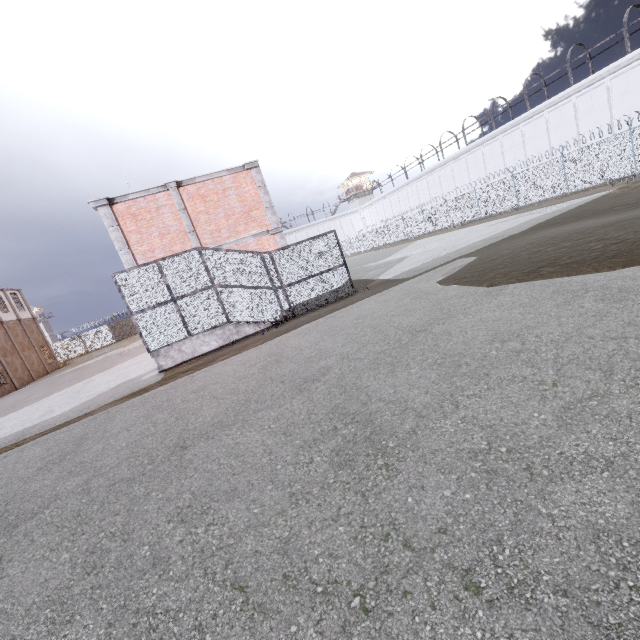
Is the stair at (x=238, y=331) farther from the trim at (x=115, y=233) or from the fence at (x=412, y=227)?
the fence at (x=412, y=227)

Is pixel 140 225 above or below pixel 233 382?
above

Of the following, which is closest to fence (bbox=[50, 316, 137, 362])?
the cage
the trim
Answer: the cage

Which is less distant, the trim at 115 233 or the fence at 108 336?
the trim at 115 233

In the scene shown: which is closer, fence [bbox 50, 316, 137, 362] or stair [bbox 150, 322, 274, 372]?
stair [bbox 150, 322, 274, 372]

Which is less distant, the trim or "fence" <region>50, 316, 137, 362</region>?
the trim

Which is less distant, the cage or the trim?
the cage

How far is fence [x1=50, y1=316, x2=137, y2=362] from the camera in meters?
43.7 m
